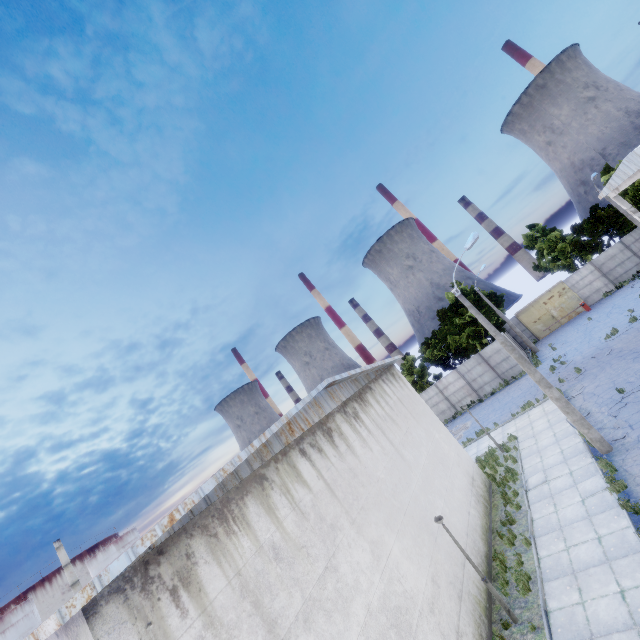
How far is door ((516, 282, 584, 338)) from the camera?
34.88m

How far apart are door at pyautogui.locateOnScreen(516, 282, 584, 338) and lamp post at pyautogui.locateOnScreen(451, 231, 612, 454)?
26.78m

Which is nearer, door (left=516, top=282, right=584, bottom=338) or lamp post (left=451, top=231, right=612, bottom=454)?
lamp post (left=451, top=231, right=612, bottom=454)

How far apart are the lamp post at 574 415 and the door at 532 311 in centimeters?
2678cm

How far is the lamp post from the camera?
13.1m

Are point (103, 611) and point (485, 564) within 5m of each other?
no

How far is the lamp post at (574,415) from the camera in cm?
1312
